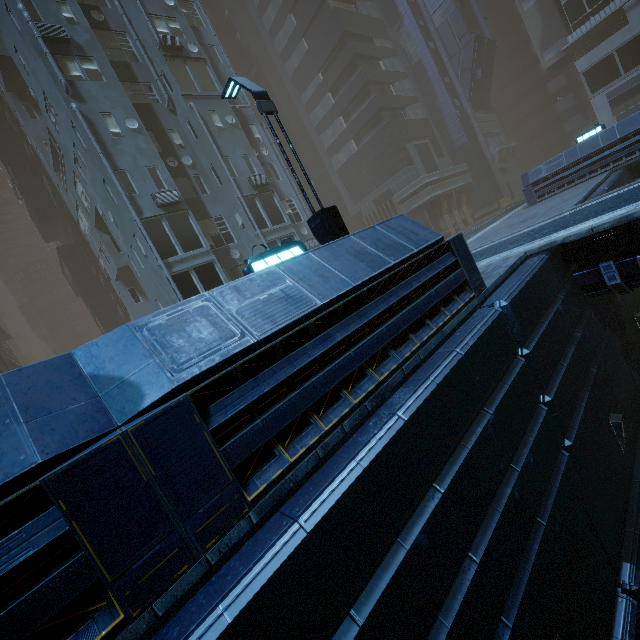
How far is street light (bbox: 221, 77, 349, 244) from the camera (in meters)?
7.34

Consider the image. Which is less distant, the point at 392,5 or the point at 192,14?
the point at 192,14

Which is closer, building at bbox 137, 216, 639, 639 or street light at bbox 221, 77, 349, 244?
building at bbox 137, 216, 639, 639

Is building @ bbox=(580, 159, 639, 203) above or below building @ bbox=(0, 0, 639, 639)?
below

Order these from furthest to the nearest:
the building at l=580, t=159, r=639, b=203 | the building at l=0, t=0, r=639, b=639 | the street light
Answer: the building at l=580, t=159, r=639, b=203
the street light
the building at l=0, t=0, r=639, b=639

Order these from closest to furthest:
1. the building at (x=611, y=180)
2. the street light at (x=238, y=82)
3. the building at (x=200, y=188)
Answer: the building at (x=200, y=188), the street light at (x=238, y=82), the building at (x=611, y=180)

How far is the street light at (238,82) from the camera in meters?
7.3

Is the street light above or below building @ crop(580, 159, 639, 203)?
above
